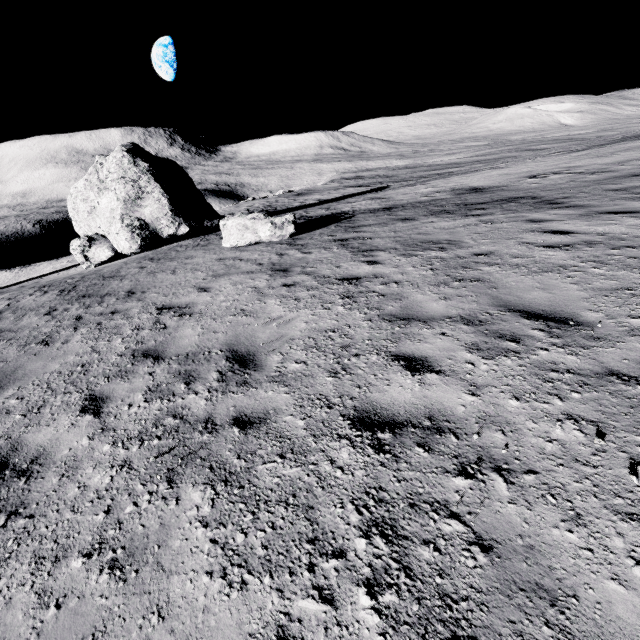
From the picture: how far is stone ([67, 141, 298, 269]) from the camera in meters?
12.4

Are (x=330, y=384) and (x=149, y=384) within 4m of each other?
yes

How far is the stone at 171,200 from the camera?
12.43m
